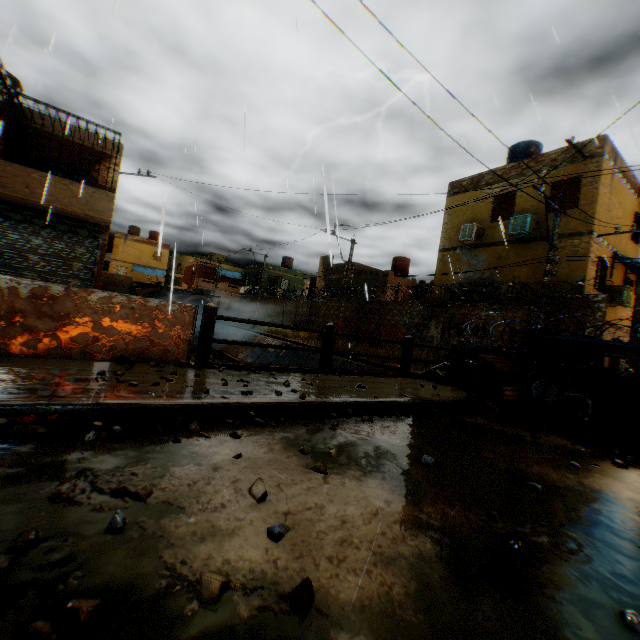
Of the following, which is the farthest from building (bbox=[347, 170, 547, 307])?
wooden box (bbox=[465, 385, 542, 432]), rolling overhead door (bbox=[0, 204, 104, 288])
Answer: wooden box (bbox=[465, 385, 542, 432])

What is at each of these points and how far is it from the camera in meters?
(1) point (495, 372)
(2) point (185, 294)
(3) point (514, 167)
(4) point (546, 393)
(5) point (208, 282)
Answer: (1) table, 6.2 m
(2) water pipe, 39.0 m
(3) building, 15.5 m
(4) wheel, 5.8 m
(5) building, 50.0 m

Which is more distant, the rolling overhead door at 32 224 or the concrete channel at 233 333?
the concrete channel at 233 333

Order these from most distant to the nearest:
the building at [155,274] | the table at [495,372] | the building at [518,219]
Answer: the building at [518,219] → the building at [155,274] → the table at [495,372]

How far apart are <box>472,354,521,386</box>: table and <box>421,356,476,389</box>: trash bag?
0.0 meters

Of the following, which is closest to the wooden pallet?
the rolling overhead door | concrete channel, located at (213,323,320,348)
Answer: concrete channel, located at (213,323,320,348)

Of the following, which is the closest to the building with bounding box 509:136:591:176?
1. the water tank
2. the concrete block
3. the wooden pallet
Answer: the concrete block

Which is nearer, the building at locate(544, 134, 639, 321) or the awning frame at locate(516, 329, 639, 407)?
the awning frame at locate(516, 329, 639, 407)
